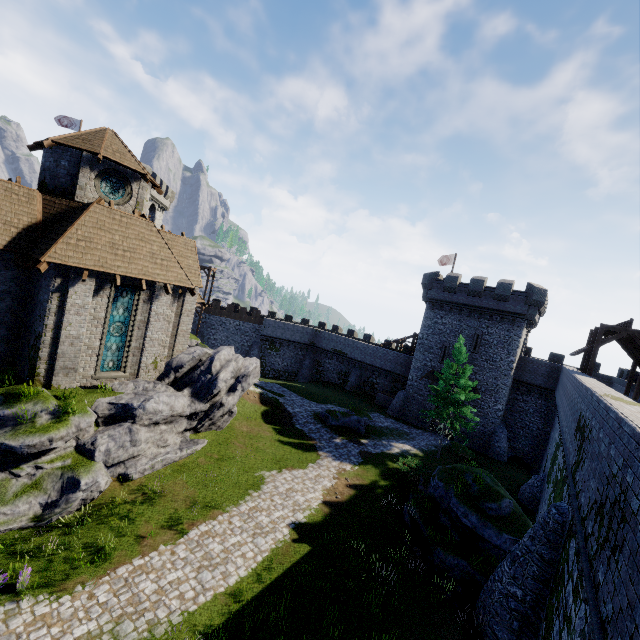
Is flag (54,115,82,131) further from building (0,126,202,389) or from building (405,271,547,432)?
building (405,271,547,432)

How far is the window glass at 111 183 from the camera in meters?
18.2

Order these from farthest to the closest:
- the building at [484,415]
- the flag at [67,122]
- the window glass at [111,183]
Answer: the flag at [67,122] → the building at [484,415] → the window glass at [111,183]

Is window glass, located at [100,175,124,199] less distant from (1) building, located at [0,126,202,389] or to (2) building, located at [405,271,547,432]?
(1) building, located at [0,126,202,389]

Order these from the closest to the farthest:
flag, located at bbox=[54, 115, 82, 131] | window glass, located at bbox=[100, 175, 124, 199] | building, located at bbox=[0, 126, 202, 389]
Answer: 1. building, located at bbox=[0, 126, 202, 389]
2. window glass, located at bbox=[100, 175, 124, 199]
3. flag, located at bbox=[54, 115, 82, 131]

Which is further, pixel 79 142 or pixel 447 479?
pixel 447 479

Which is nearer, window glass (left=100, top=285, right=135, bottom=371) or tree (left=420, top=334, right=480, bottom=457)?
window glass (left=100, top=285, right=135, bottom=371)

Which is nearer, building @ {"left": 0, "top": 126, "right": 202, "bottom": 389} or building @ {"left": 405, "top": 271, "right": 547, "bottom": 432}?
building @ {"left": 0, "top": 126, "right": 202, "bottom": 389}
